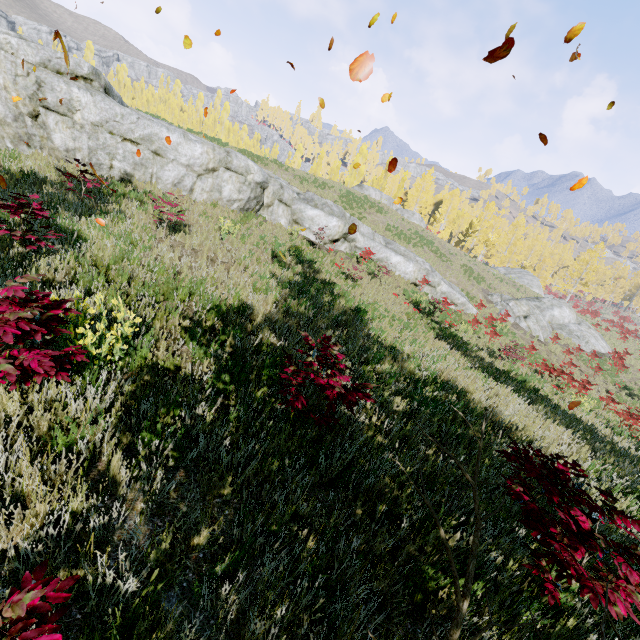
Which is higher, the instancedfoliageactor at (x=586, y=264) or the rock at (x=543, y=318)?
the instancedfoliageactor at (x=586, y=264)

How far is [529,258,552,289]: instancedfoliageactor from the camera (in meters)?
53.72

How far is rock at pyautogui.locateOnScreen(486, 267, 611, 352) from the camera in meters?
24.6 m

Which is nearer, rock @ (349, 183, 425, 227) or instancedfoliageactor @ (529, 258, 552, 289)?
rock @ (349, 183, 425, 227)

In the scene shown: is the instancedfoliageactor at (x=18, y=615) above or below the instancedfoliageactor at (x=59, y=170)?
below

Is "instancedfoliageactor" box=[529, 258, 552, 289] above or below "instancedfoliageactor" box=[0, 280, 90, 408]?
above

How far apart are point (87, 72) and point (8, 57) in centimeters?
237cm
